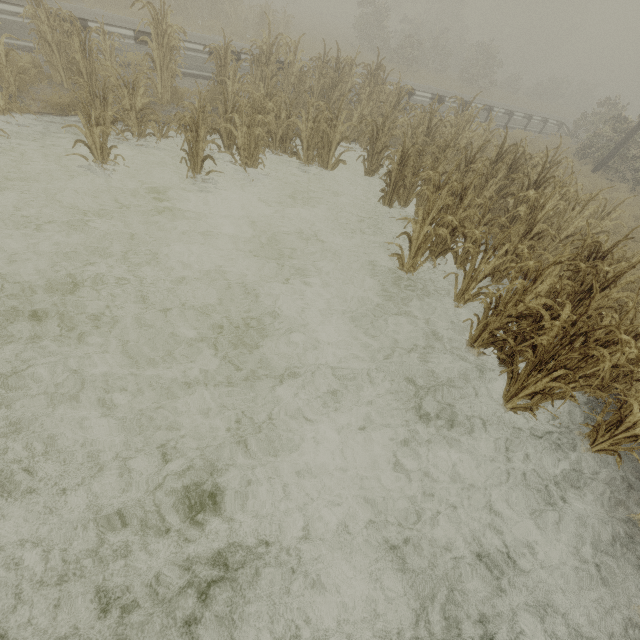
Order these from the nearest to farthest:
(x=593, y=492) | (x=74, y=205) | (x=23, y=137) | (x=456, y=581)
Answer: (x=456, y=581) < (x=593, y=492) < (x=74, y=205) < (x=23, y=137)

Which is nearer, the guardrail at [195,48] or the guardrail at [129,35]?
the guardrail at [129,35]

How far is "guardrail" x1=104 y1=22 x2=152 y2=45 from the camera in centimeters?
838cm

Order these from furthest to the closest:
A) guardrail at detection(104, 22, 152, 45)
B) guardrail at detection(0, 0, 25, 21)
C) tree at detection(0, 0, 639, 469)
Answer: guardrail at detection(104, 22, 152, 45)
guardrail at detection(0, 0, 25, 21)
tree at detection(0, 0, 639, 469)

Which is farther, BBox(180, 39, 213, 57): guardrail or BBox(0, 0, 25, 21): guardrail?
BBox(180, 39, 213, 57): guardrail

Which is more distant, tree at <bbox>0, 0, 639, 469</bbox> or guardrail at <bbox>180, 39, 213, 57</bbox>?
guardrail at <bbox>180, 39, 213, 57</bbox>
